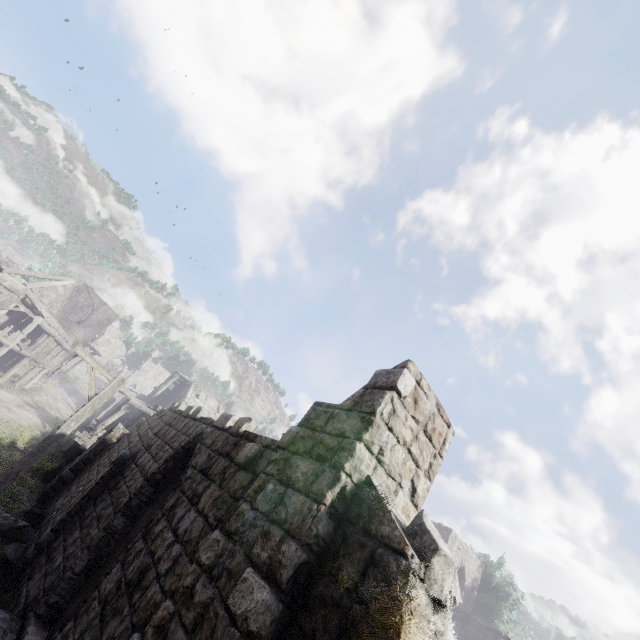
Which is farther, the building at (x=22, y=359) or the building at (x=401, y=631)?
the building at (x=22, y=359)

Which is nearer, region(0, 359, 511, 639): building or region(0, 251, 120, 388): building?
region(0, 359, 511, 639): building

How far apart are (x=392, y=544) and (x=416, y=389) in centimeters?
178cm
